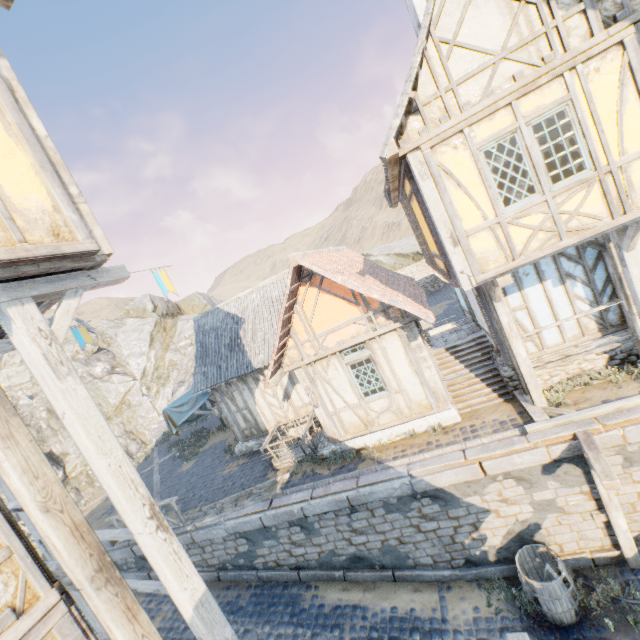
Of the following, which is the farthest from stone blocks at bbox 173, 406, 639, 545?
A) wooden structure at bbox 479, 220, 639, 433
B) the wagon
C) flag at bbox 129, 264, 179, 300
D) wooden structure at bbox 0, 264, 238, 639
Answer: flag at bbox 129, 264, 179, 300

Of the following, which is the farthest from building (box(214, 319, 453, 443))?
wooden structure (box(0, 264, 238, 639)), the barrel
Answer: wooden structure (box(0, 264, 238, 639))

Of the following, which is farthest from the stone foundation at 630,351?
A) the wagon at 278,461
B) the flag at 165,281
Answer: the flag at 165,281

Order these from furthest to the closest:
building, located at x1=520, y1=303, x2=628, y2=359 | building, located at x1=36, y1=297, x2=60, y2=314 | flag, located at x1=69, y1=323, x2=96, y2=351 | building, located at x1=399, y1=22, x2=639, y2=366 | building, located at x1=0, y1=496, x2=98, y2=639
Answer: building, located at x1=520, y1=303, x2=628, y2=359, flag, located at x1=69, y1=323, x2=96, y2=351, building, located at x1=399, y1=22, x2=639, y2=366, building, located at x1=36, y1=297, x2=60, y2=314, building, located at x1=0, y1=496, x2=98, y2=639

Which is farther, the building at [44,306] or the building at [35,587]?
the building at [44,306]

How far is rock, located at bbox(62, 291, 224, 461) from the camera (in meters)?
30.34

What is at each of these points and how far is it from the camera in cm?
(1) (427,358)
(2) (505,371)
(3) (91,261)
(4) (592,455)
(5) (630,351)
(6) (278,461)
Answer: (1) building, 928
(2) stone foundation, 905
(3) building, 378
(4) wooden structure, 626
(5) stone foundation, 820
(6) wagon, 1138
